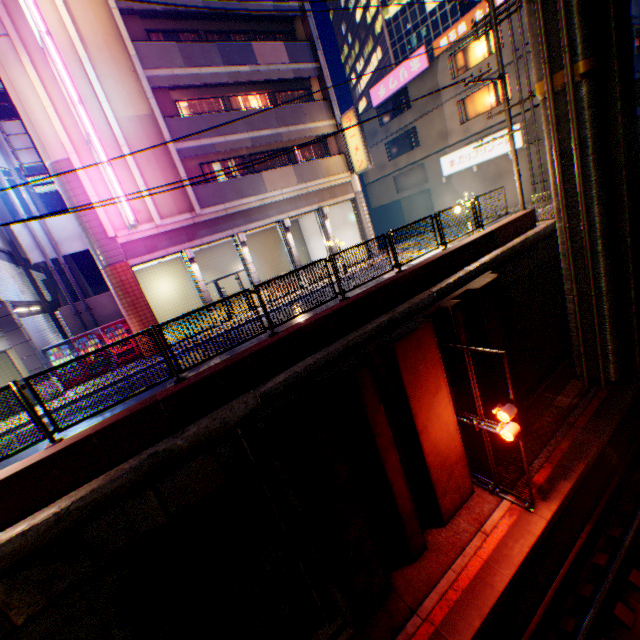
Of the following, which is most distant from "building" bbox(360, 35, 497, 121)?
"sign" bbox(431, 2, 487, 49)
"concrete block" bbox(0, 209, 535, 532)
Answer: "concrete block" bbox(0, 209, 535, 532)

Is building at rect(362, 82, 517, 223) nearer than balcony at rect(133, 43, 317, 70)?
No

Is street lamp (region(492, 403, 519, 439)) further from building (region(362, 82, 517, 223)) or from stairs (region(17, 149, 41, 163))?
stairs (region(17, 149, 41, 163))

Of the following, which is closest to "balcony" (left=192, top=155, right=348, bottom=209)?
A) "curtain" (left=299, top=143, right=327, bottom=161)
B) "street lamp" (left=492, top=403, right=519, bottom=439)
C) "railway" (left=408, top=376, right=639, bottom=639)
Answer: "curtain" (left=299, top=143, right=327, bottom=161)

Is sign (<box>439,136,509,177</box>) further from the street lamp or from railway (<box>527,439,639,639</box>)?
the street lamp

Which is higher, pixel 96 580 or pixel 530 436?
pixel 96 580

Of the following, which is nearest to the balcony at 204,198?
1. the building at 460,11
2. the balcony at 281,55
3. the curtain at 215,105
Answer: the curtain at 215,105

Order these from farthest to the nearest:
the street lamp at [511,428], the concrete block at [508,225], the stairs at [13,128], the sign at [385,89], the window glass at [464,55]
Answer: the sign at [385,89] → the window glass at [464,55] → the stairs at [13,128] → the street lamp at [511,428] → the concrete block at [508,225]
